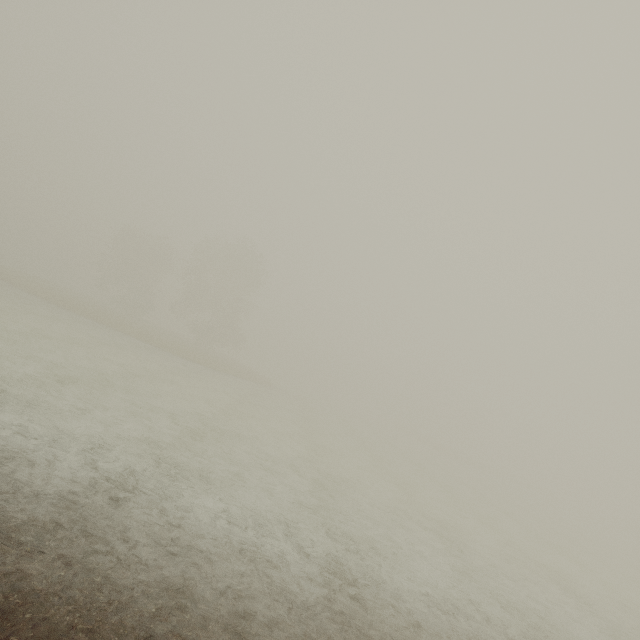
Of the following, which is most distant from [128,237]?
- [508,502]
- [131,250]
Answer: [508,502]
